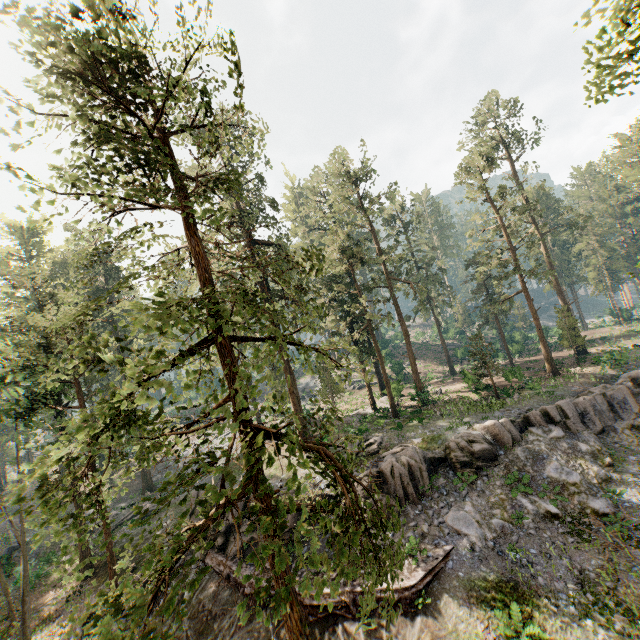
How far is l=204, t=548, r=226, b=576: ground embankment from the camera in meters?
19.2 m

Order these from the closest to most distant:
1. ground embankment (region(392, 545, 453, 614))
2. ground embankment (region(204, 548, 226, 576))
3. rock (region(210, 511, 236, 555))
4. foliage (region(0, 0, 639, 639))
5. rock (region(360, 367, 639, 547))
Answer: foliage (region(0, 0, 639, 639)) < ground embankment (region(392, 545, 453, 614)) < rock (region(360, 367, 639, 547)) < ground embankment (region(204, 548, 226, 576)) < rock (region(210, 511, 236, 555))

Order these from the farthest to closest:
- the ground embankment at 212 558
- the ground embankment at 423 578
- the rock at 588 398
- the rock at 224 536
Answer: the rock at 224 536 < the ground embankment at 212 558 < the rock at 588 398 < the ground embankment at 423 578

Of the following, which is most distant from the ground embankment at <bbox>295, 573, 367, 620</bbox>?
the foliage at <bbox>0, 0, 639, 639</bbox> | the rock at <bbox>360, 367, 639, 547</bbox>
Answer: the foliage at <bbox>0, 0, 639, 639</bbox>

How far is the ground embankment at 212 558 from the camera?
19.2 meters

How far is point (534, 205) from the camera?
31.84m

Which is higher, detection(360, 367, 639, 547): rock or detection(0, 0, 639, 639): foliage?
detection(0, 0, 639, 639): foliage
